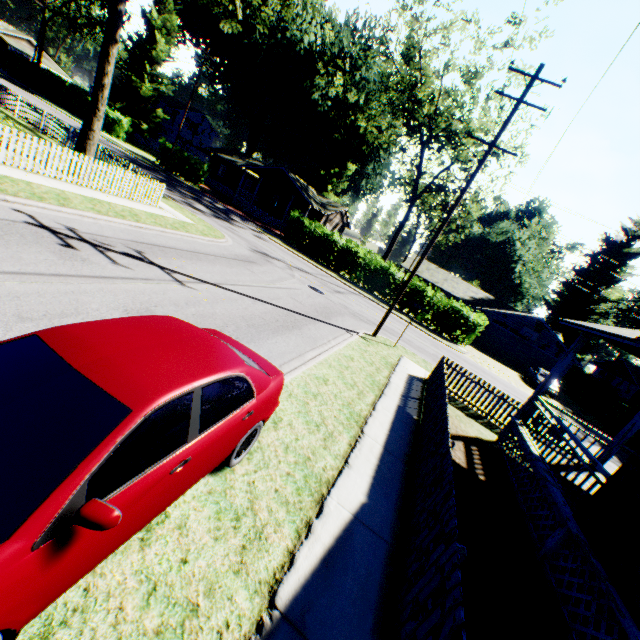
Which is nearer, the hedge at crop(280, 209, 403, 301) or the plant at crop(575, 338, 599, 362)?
the hedge at crop(280, 209, 403, 301)

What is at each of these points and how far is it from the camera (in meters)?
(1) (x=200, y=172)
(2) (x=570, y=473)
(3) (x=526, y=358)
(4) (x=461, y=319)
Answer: (1) hedge, 34.81
(2) house, 8.46
(3) garage door, 34.16
(4) hedge, 27.62

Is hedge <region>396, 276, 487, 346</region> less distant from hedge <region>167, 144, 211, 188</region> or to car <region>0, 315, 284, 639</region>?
hedge <region>167, 144, 211, 188</region>

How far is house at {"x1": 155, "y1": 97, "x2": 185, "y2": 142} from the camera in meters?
57.8 m

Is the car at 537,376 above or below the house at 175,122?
below

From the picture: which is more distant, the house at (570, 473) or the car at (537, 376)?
the car at (537, 376)

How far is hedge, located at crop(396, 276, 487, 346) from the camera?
26.8m

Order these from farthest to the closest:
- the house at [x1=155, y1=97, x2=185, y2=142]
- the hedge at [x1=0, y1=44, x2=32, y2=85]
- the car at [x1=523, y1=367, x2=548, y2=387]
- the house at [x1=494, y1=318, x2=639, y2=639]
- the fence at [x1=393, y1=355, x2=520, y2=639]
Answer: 1. the house at [x1=155, y1=97, x2=185, y2=142]
2. the hedge at [x1=0, y1=44, x2=32, y2=85]
3. the car at [x1=523, y1=367, x2=548, y2=387]
4. the house at [x1=494, y1=318, x2=639, y2=639]
5. the fence at [x1=393, y1=355, x2=520, y2=639]
